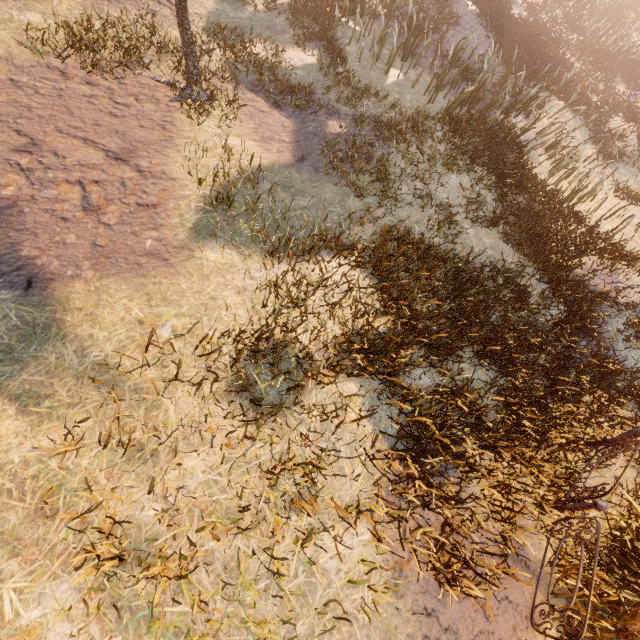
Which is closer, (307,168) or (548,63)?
(307,168)

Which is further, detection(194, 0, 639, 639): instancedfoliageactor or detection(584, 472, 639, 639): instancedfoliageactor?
detection(584, 472, 639, 639): instancedfoliageactor

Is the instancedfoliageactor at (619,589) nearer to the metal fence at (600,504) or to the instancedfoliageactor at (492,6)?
the metal fence at (600,504)

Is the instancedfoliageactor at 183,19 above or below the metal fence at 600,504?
above

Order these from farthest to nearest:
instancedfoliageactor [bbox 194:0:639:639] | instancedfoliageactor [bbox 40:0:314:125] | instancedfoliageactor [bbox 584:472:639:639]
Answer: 1. instancedfoliageactor [bbox 40:0:314:125]
2. instancedfoliageactor [bbox 584:472:639:639]
3. instancedfoliageactor [bbox 194:0:639:639]

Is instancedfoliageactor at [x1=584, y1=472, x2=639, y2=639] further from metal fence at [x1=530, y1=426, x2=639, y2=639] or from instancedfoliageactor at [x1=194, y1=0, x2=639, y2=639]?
instancedfoliageactor at [x1=194, y1=0, x2=639, y2=639]
